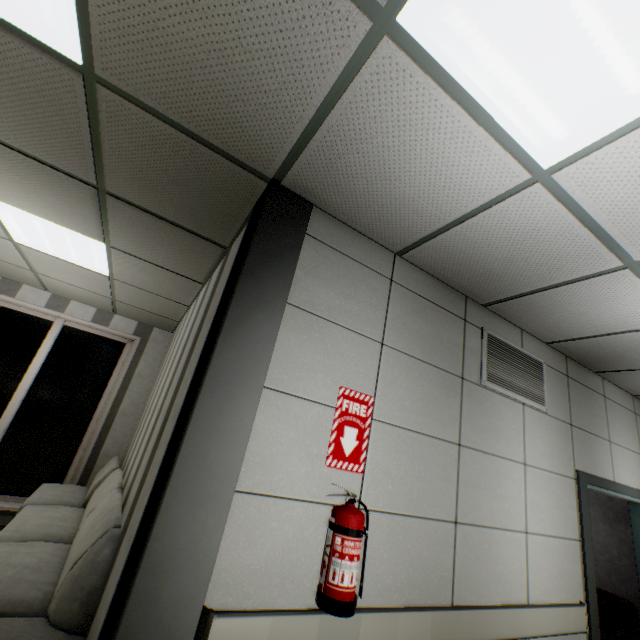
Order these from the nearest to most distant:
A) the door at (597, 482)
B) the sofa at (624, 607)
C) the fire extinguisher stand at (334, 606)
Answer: the fire extinguisher stand at (334, 606) < the door at (597, 482) < the sofa at (624, 607)

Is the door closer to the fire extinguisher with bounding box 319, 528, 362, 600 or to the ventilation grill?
the ventilation grill

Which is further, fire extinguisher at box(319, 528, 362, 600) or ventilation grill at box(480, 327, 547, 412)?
ventilation grill at box(480, 327, 547, 412)

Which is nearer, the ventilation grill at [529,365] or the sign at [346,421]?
the sign at [346,421]

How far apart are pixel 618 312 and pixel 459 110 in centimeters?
218cm

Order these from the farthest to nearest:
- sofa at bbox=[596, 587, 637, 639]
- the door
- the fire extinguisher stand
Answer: sofa at bbox=[596, 587, 637, 639]
the door
the fire extinguisher stand

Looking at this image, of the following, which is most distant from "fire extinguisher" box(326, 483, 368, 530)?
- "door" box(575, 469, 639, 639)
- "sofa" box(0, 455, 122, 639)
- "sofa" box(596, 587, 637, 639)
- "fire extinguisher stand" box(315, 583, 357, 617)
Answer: "sofa" box(596, 587, 637, 639)

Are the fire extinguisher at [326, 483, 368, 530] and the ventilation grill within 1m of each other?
no
